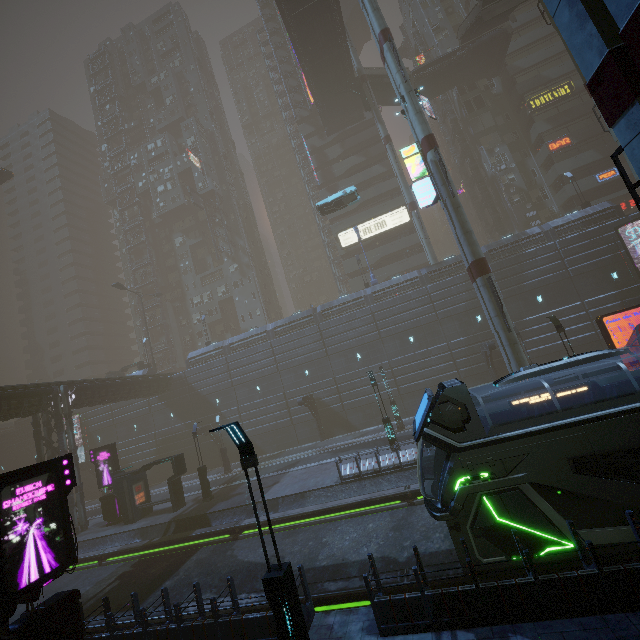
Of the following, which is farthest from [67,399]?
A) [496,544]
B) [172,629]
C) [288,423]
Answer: [496,544]

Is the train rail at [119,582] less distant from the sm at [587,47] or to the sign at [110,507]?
the sm at [587,47]

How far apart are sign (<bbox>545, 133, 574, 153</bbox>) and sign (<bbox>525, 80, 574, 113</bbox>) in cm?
428

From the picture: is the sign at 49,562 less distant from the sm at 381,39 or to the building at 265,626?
the building at 265,626

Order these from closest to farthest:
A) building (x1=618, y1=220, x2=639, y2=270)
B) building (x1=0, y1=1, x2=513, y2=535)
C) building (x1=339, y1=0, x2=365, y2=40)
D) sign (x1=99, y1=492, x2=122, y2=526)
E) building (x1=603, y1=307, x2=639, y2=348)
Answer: sign (x1=99, y1=492, x2=122, y2=526) → building (x1=603, y1=307, x2=639, y2=348) → building (x1=618, y1=220, x2=639, y2=270) → building (x1=0, y1=1, x2=513, y2=535) → building (x1=339, y1=0, x2=365, y2=40)

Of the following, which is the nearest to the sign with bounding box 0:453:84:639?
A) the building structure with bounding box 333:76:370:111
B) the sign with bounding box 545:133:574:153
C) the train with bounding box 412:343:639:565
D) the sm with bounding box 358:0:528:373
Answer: the train with bounding box 412:343:639:565

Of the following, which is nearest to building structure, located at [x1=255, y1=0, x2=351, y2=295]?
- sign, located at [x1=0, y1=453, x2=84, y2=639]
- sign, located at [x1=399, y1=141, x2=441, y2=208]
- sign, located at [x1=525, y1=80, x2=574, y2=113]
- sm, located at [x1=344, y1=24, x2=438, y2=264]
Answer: sign, located at [x1=399, y1=141, x2=441, y2=208]

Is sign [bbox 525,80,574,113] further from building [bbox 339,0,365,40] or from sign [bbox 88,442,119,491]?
sign [bbox 88,442,119,491]
